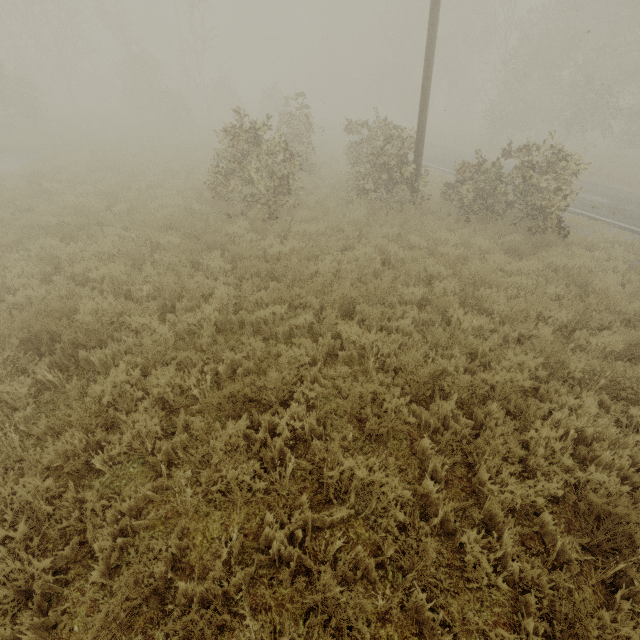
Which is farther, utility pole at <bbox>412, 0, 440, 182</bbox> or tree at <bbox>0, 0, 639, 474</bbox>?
utility pole at <bbox>412, 0, 440, 182</bbox>

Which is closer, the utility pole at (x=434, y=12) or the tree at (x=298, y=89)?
the tree at (x=298, y=89)

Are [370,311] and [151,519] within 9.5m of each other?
yes
